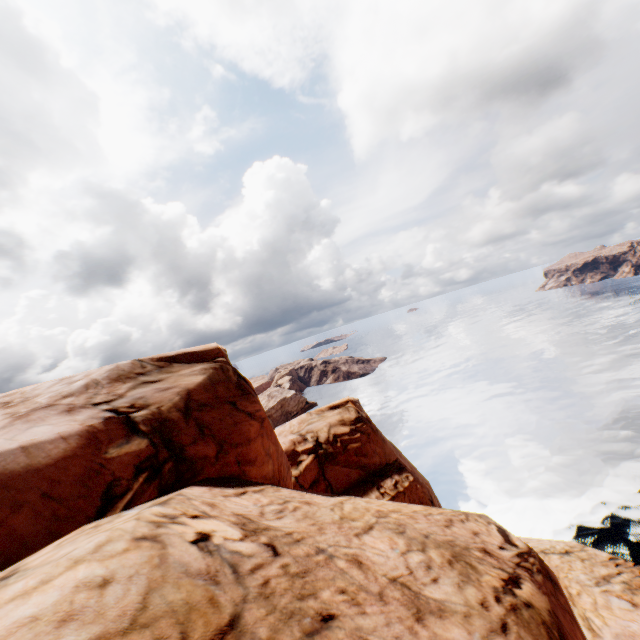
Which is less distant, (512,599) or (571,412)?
(512,599)
